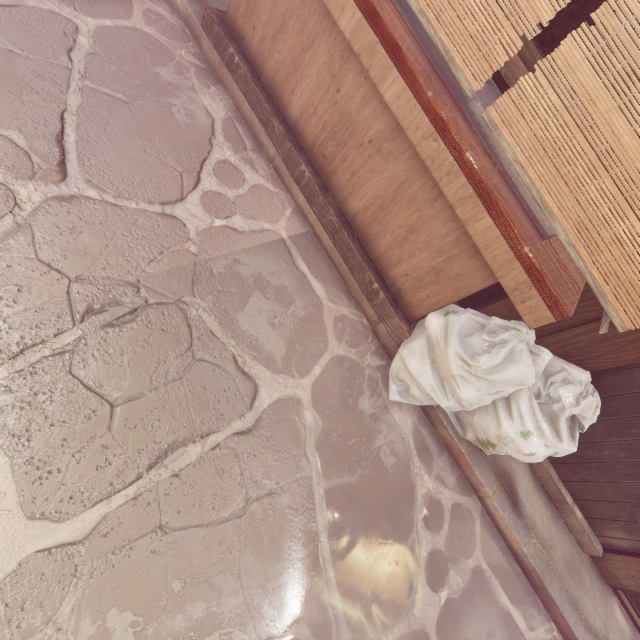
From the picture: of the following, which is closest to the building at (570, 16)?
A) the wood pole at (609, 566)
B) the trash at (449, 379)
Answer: the trash at (449, 379)

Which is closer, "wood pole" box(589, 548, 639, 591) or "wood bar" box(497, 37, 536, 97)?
"wood bar" box(497, 37, 536, 97)

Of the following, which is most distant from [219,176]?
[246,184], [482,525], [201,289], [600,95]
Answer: [482,525]

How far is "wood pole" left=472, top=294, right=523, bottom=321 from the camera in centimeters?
532cm

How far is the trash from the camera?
3.9 meters

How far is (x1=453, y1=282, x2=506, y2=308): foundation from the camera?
5.78m

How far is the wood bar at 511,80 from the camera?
4.3m

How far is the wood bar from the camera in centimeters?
428cm
